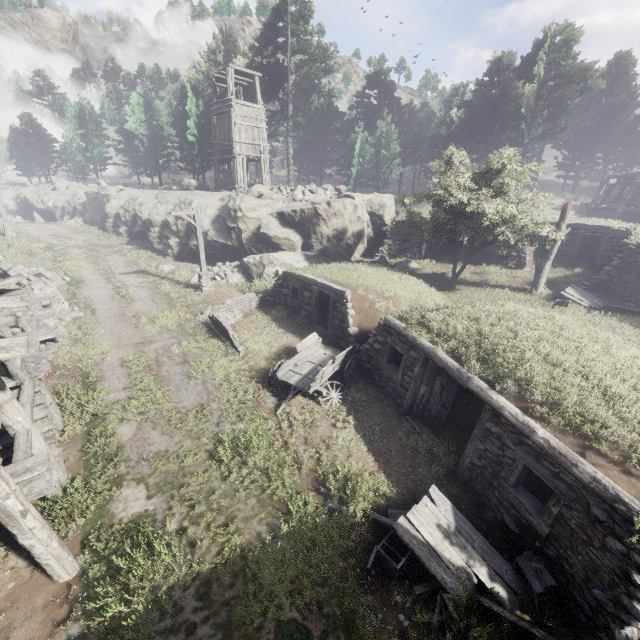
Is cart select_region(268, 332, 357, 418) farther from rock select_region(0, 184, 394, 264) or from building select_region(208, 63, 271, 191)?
building select_region(208, 63, 271, 191)

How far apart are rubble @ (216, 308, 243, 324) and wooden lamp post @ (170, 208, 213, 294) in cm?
321

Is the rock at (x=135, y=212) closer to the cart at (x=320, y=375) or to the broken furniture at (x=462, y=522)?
the cart at (x=320, y=375)

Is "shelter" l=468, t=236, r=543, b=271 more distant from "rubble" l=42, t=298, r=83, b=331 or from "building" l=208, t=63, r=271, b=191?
"rubble" l=42, t=298, r=83, b=331

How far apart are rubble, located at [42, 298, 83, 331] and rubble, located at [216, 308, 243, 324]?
6.1m

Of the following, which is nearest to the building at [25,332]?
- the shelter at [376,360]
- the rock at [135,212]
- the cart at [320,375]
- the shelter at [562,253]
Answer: the shelter at [376,360]

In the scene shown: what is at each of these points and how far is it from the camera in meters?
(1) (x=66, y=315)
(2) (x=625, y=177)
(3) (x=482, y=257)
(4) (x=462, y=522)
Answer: (1) rubble, 15.4 m
(2) building, 31.3 m
(3) shelter, 21.7 m
(4) broken furniture, 7.4 m

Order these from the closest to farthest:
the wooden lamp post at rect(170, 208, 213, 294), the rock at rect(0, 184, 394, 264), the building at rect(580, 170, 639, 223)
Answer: the wooden lamp post at rect(170, 208, 213, 294) → the rock at rect(0, 184, 394, 264) → the building at rect(580, 170, 639, 223)
